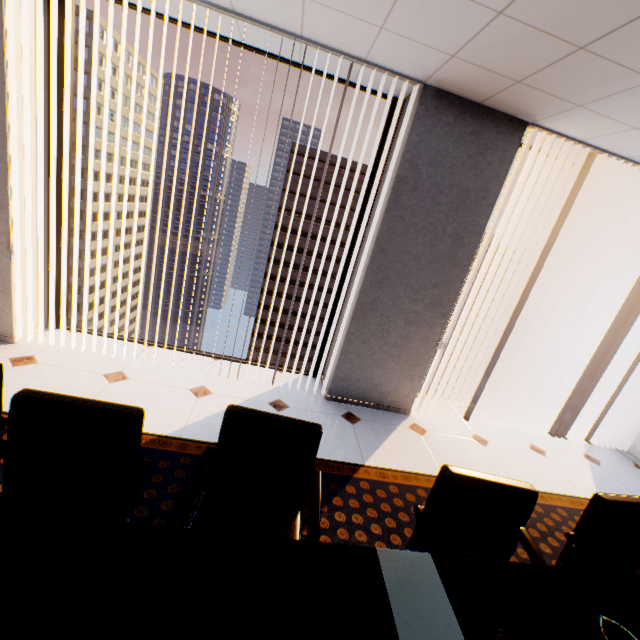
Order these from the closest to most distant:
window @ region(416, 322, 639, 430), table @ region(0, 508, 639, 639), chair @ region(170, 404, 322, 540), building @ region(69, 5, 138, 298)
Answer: table @ region(0, 508, 639, 639) → chair @ region(170, 404, 322, 540) → window @ region(416, 322, 639, 430) → building @ region(69, 5, 138, 298)

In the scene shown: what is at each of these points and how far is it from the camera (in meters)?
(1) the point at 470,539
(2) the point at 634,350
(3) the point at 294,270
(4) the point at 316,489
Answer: (1) chair, 1.58
(2) window, 4.15
(3) building, 59.97
(4) chair, 1.52

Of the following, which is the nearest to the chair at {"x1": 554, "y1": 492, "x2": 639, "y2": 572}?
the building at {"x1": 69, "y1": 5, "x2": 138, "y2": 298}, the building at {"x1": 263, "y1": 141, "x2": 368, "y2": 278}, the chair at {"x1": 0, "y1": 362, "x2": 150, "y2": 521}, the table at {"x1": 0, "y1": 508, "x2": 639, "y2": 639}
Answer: the table at {"x1": 0, "y1": 508, "x2": 639, "y2": 639}

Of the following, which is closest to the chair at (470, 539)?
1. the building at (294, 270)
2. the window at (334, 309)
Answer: the window at (334, 309)

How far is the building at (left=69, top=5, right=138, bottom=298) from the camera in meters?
48.4 m

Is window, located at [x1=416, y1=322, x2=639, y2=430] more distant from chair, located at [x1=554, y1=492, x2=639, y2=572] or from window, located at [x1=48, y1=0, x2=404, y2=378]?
chair, located at [x1=554, y1=492, x2=639, y2=572]

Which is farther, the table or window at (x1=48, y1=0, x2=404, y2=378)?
window at (x1=48, y1=0, x2=404, y2=378)

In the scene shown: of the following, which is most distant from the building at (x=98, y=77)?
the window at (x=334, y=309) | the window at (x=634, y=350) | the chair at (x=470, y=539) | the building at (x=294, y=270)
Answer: the chair at (x=470, y=539)
